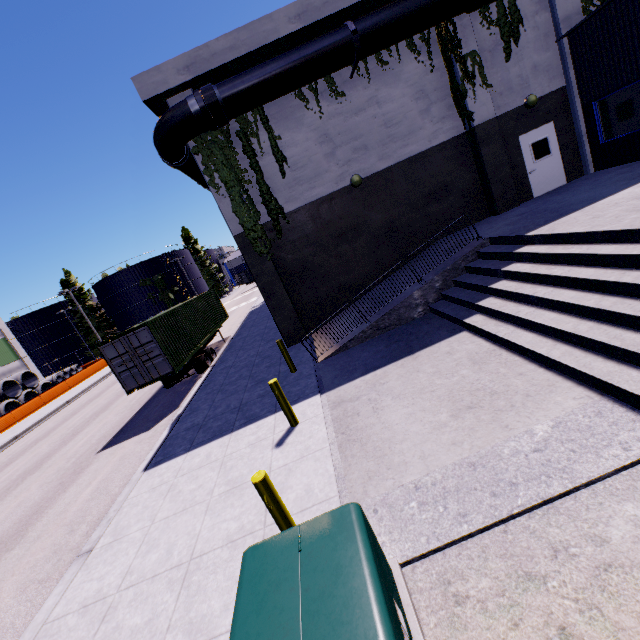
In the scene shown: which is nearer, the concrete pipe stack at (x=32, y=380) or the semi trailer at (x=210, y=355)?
the semi trailer at (x=210, y=355)

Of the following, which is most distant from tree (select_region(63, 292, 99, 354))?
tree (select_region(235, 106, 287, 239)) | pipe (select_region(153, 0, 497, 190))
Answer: pipe (select_region(153, 0, 497, 190))

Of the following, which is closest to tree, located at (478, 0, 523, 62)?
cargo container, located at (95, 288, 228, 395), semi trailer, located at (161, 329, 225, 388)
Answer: cargo container, located at (95, 288, 228, 395)

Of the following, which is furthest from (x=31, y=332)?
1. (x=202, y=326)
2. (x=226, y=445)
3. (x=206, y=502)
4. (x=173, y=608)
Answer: (x=173, y=608)

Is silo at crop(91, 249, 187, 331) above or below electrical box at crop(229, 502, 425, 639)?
above

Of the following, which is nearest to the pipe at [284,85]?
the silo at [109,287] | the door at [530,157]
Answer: the door at [530,157]

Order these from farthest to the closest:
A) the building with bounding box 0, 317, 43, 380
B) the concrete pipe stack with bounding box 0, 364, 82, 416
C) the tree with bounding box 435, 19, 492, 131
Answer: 1. the building with bounding box 0, 317, 43, 380
2. the concrete pipe stack with bounding box 0, 364, 82, 416
3. the tree with bounding box 435, 19, 492, 131

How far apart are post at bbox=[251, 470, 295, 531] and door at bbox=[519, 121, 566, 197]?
14.17m
